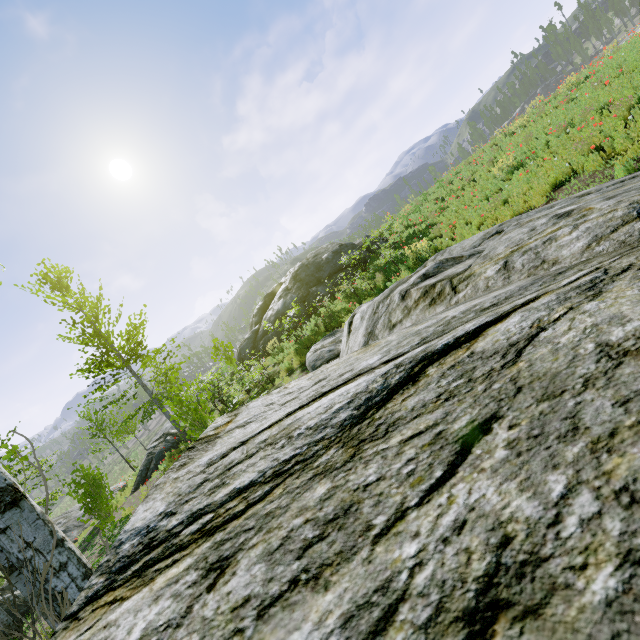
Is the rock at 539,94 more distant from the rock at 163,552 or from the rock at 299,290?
the rock at 299,290

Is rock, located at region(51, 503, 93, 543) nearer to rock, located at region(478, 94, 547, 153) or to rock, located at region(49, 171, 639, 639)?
rock, located at region(49, 171, 639, 639)

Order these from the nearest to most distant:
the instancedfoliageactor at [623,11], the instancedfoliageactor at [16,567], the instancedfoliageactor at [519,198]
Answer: the instancedfoliageactor at [16,567] → the instancedfoliageactor at [519,198] → the instancedfoliageactor at [623,11]

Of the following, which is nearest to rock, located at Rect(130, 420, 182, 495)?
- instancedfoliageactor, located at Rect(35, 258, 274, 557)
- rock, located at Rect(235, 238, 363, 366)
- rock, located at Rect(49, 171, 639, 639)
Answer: rock, located at Rect(49, 171, 639, 639)

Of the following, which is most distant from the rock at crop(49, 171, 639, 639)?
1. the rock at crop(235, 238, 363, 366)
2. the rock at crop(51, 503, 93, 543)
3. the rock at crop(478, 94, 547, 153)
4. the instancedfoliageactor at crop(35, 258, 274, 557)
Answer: the rock at crop(478, 94, 547, 153)

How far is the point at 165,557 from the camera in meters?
0.9

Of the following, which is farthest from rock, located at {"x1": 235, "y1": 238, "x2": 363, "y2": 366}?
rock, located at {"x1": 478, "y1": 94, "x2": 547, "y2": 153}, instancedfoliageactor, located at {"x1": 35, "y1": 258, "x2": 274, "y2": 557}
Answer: rock, located at {"x1": 478, "y1": 94, "x2": 547, "y2": 153}

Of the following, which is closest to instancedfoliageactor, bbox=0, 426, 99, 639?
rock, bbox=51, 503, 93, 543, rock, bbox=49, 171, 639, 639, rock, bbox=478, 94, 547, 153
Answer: rock, bbox=478, 94, 547, 153
